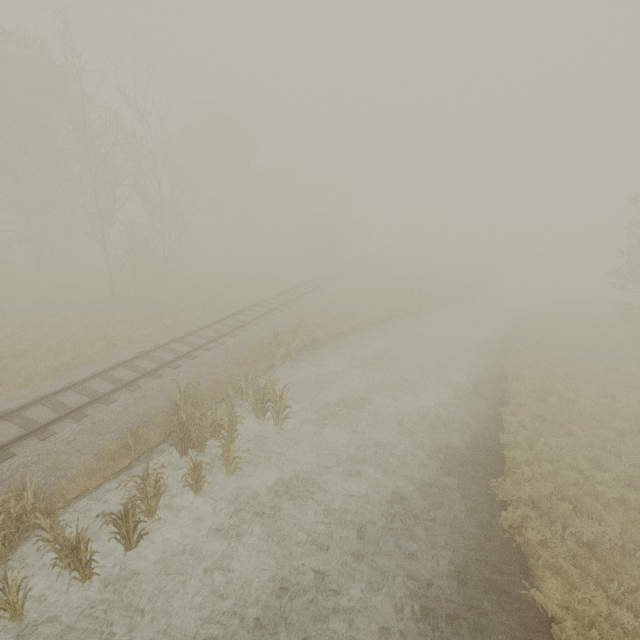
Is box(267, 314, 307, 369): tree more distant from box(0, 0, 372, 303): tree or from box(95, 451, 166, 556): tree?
box(0, 0, 372, 303): tree

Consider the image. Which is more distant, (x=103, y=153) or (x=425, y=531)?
(x=103, y=153)

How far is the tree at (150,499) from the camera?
7.2 meters

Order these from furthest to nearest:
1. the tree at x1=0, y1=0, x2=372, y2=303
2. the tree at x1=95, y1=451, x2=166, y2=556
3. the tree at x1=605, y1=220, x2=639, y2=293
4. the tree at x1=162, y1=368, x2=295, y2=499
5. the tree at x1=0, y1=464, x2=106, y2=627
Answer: the tree at x1=605, y1=220, x2=639, y2=293
the tree at x1=0, y1=0, x2=372, y2=303
the tree at x1=162, y1=368, x2=295, y2=499
the tree at x1=95, y1=451, x2=166, y2=556
the tree at x1=0, y1=464, x2=106, y2=627

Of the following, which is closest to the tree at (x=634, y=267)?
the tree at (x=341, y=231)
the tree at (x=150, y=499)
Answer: the tree at (x=341, y=231)

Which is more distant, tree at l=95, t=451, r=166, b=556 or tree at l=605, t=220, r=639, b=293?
tree at l=605, t=220, r=639, b=293

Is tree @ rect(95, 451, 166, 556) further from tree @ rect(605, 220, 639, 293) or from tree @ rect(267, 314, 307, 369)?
tree @ rect(605, 220, 639, 293)

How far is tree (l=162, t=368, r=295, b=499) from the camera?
9.2m
